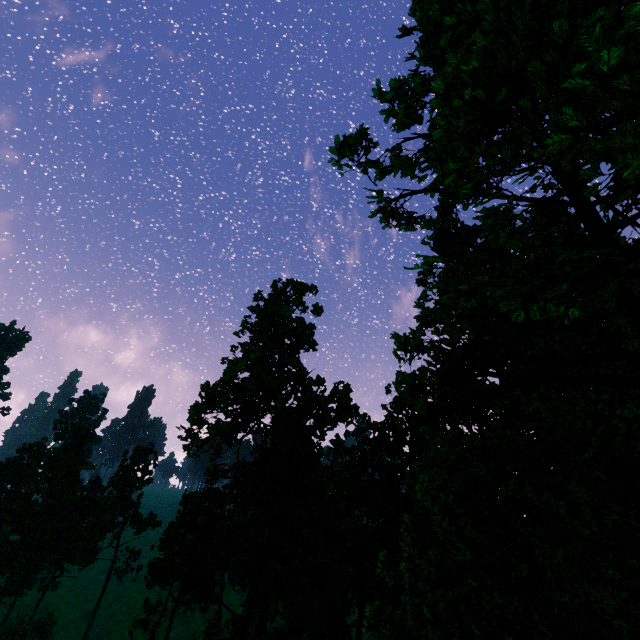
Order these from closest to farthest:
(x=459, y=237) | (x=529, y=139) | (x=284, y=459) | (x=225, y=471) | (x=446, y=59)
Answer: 1. (x=446, y=59)
2. (x=529, y=139)
3. (x=459, y=237)
4. (x=225, y=471)
5. (x=284, y=459)

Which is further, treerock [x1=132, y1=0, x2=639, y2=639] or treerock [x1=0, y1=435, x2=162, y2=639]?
treerock [x1=0, y1=435, x2=162, y2=639]

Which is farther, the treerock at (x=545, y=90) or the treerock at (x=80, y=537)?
the treerock at (x=80, y=537)
